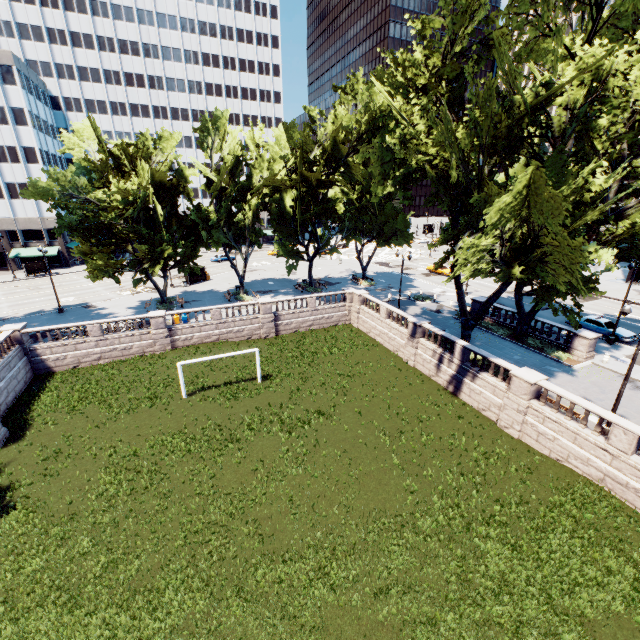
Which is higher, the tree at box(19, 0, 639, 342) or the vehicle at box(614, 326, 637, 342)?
the tree at box(19, 0, 639, 342)

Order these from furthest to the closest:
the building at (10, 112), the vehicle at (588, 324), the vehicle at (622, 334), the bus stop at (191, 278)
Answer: the building at (10, 112), the bus stop at (191, 278), the vehicle at (588, 324), the vehicle at (622, 334)

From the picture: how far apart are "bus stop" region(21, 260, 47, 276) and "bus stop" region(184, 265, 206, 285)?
25.5 meters

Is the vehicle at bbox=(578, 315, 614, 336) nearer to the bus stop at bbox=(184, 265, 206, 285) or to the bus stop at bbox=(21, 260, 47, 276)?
the bus stop at bbox=(184, 265, 206, 285)

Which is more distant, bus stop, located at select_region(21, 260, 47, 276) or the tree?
bus stop, located at select_region(21, 260, 47, 276)

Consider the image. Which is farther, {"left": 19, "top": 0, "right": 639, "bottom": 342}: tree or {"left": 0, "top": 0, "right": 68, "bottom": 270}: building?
{"left": 0, "top": 0, "right": 68, "bottom": 270}: building

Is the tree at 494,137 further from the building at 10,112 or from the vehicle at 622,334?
the vehicle at 622,334

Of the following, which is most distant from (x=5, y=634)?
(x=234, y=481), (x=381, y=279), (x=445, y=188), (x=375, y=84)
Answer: (x=381, y=279)
